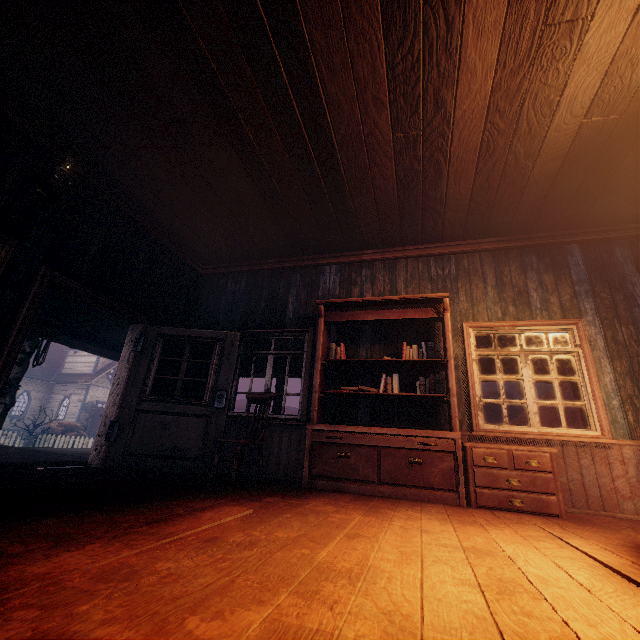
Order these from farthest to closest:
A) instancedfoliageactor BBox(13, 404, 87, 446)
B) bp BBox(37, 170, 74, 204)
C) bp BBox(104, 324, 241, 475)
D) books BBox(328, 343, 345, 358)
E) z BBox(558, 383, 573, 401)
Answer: instancedfoliageactor BBox(13, 404, 87, 446) < z BBox(558, 383, 573, 401) < books BBox(328, 343, 345, 358) < bp BBox(104, 324, 241, 475) < bp BBox(37, 170, 74, 204)

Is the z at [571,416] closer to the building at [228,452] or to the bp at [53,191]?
the building at [228,452]

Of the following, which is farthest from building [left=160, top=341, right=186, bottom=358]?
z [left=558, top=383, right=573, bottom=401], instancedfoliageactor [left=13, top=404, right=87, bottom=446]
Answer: instancedfoliageactor [left=13, top=404, right=87, bottom=446]

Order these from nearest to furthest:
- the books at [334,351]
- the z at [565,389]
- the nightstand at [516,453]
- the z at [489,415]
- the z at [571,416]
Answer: the nightstand at [516,453]
the books at [334,351]
the z at [571,416]
the z at [565,389]
the z at [489,415]

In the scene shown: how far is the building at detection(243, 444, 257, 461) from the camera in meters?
5.1 m

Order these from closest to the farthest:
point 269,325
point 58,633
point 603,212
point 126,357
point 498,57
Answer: point 58,633
point 498,57
point 603,212
point 126,357
point 269,325

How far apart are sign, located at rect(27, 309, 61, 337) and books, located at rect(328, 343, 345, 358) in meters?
5.2
